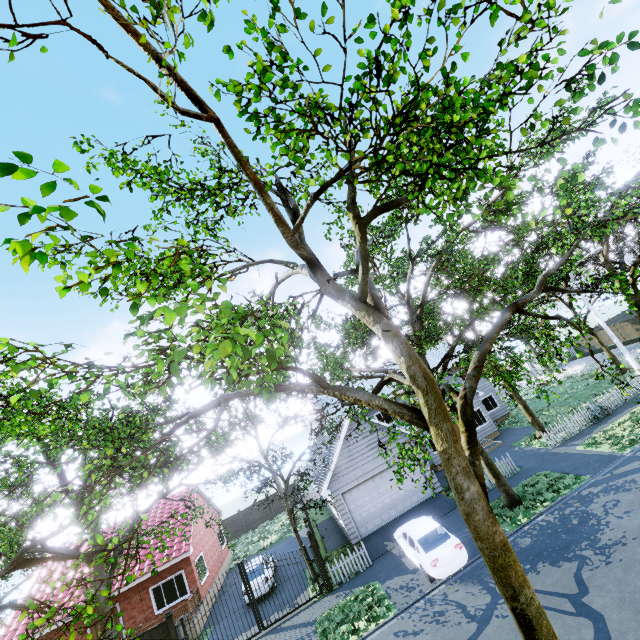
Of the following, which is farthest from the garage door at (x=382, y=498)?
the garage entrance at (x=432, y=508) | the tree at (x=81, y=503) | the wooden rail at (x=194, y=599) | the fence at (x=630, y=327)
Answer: the wooden rail at (x=194, y=599)

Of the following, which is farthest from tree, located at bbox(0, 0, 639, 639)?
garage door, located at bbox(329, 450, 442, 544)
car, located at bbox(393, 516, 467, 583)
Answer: car, located at bbox(393, 516, 467, 583)

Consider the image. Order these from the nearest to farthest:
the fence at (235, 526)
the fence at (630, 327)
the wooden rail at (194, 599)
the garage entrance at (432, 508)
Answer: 1. the garage entrance at (432, 508)
2. the wooden rail at (194, 599)
3. the fence at (235, 526)
4. the fence at (630, 327)

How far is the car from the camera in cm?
1172

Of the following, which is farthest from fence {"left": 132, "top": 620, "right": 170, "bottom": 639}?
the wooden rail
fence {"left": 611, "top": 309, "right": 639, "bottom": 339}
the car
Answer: the wooden rail

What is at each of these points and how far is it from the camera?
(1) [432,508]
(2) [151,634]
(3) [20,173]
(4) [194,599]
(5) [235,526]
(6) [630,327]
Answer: (1) garage entrance, 17.4m
(2) fence, 13.7m
(3) tree, 1.8m
(4) wooden rail, 17.9m
(5) fence, 34.8m
(6) fence, 37.5m

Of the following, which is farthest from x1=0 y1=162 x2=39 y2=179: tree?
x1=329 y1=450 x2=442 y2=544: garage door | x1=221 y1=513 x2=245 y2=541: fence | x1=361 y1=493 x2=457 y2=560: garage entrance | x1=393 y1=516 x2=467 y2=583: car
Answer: x1=393 y1=516 x2=467 y2=583: car

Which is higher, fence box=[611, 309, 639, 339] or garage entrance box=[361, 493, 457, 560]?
fence box=[611, 309, 639, 339]
